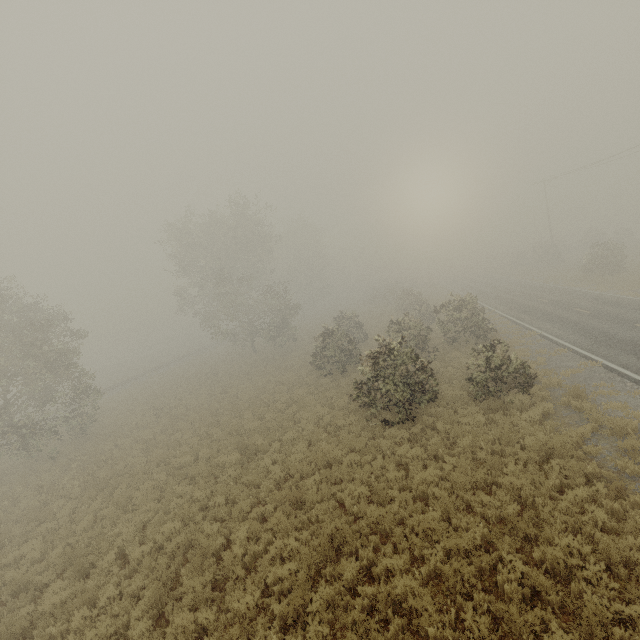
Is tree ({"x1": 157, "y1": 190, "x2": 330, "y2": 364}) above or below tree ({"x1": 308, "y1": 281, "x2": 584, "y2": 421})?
above

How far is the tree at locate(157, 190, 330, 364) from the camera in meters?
32.0 m

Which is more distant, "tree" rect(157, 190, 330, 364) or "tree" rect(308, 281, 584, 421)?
"tree" rect(157, 190, 330, 364)

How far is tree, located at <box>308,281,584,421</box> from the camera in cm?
1328

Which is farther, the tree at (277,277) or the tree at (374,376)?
the tree at (277,277)

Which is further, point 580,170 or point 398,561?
point 580,170

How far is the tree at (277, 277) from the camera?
32.00m
